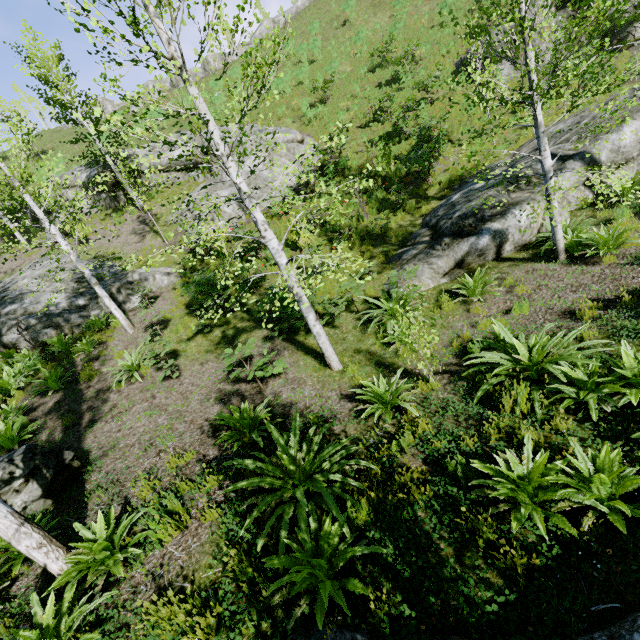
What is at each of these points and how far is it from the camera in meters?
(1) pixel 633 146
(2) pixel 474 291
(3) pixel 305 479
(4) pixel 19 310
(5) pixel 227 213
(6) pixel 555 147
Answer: (1) rock, 8.5 m
(2) instancedfoliageactor, 7.5 m
(3) instancedfoliageactor, 4.1 m
(4) rock, 12.1 m
(5) rock, 15.9 m
(6) rock, 9.5 m

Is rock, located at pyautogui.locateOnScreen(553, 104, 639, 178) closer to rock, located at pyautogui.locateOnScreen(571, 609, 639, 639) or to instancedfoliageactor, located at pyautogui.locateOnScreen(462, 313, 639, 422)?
instancedfoliageactor, located at pyautogui.locateOnScreen(462, 313, 639, 422)

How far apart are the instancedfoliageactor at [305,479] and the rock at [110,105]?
51.6 meters

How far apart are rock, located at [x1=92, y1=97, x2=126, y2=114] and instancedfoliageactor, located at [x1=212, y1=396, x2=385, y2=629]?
51.58m

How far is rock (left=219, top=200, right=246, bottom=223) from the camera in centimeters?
1592cm

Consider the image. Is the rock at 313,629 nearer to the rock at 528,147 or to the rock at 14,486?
the rock at 14,486

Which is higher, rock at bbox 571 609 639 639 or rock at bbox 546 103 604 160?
rock at bbox 546 103 604 160
